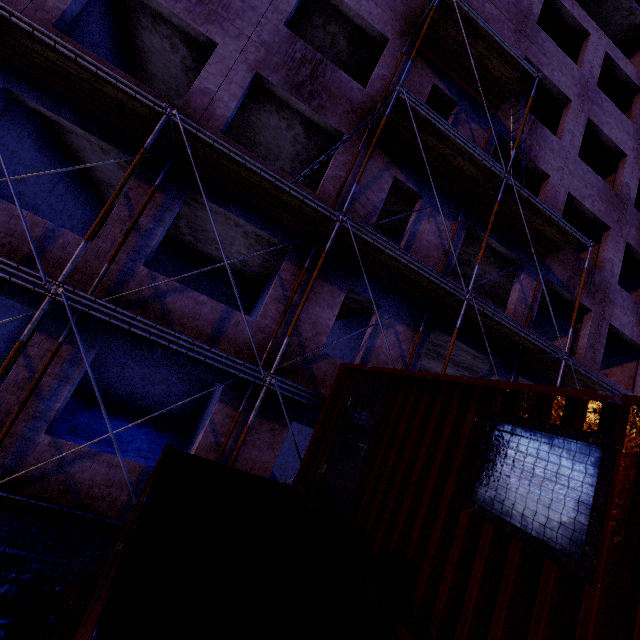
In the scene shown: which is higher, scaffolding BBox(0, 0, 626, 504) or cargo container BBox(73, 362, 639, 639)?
scaffolding BBox(0, 0, 626, 504)

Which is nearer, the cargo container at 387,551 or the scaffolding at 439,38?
the cargo container at 387,551

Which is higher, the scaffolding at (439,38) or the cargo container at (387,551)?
the scaffolding at (439,38)

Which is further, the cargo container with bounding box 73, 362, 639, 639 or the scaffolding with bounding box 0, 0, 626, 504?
the scaffolding with bounding box 0, 0, 626, 504

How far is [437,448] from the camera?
3.5 meters
